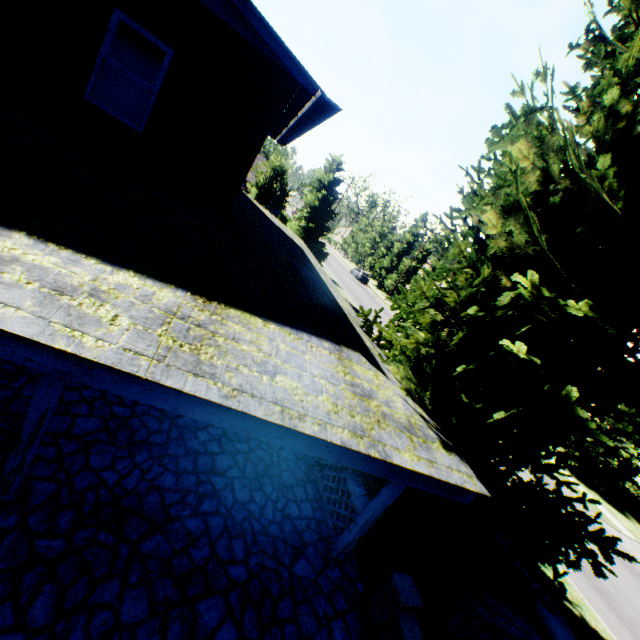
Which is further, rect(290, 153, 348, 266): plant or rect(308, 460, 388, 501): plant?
rect(290, 153, 348, 266): plant

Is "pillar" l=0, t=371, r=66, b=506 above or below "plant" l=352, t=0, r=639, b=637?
below

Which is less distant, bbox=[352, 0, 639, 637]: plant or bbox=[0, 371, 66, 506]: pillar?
bbox=[0, 371, 66, 506]: pillar

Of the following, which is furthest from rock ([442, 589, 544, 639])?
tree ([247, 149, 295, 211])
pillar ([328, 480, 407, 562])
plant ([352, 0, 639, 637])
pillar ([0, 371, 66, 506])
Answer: tree ([247, 149, 295, 211])

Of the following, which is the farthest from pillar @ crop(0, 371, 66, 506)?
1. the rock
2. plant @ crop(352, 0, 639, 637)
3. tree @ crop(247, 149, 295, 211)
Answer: tree @ crop(247, 149, 295, 211)

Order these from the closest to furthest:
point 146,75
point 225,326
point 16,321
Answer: point 16,321 < point 225,326 < point 146,75

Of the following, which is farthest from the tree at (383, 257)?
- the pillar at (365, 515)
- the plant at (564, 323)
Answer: the pillar at (365, 515)

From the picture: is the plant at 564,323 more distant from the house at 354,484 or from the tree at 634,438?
the tree at 634,438
